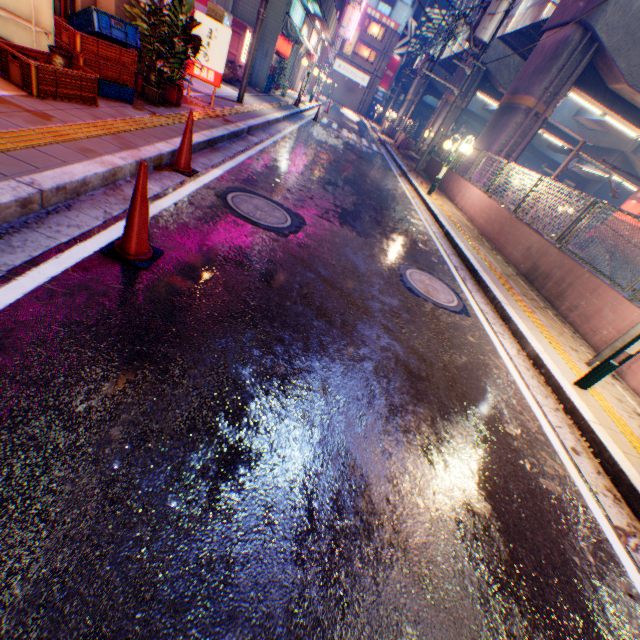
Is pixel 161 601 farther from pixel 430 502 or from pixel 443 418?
pixel 443 418

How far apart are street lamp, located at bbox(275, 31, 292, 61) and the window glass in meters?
45.6 m

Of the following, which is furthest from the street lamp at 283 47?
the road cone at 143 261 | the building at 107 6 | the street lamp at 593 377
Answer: the street lamp at 593 377

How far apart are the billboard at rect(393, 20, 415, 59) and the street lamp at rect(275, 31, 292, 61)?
46.0 meters

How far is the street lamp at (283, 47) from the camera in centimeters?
1571cm

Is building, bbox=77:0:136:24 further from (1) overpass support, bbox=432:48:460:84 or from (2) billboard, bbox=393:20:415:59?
(2) billboard, bbox=393:20:415:59

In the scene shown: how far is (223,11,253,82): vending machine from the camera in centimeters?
1172cm

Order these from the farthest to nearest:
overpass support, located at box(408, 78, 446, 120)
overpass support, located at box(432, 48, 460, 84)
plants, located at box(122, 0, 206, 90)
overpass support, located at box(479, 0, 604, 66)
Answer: overpass support, located at box(408, 78, 446, 120)
overpass support, located at box(432, 48, 460, 84)
overpass support, located at box(479, 0, 604, 66)
plants, located at box(122, 0, 206, 90)
